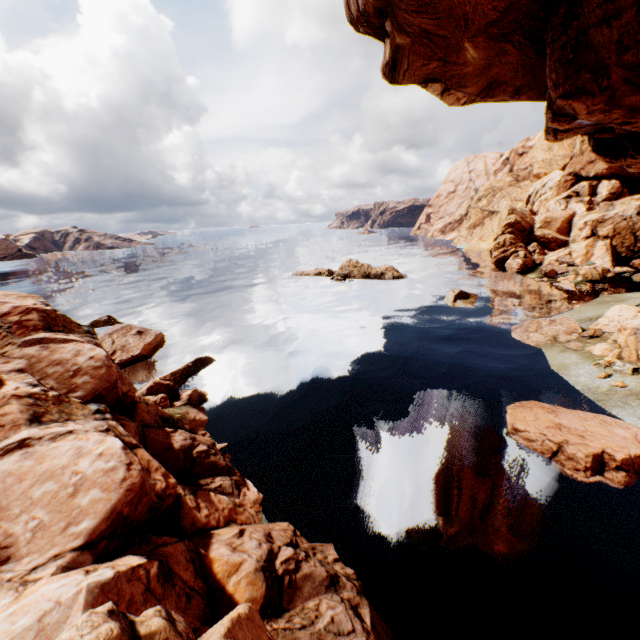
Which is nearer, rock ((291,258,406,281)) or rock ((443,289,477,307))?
rock ((443,289,477,307))

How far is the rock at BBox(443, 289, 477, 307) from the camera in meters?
29.4

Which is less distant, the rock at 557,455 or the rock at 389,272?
the rock at 557,455

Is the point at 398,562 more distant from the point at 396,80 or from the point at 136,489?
the point at 396,80

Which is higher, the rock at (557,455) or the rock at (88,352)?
the rock at (88,352)
